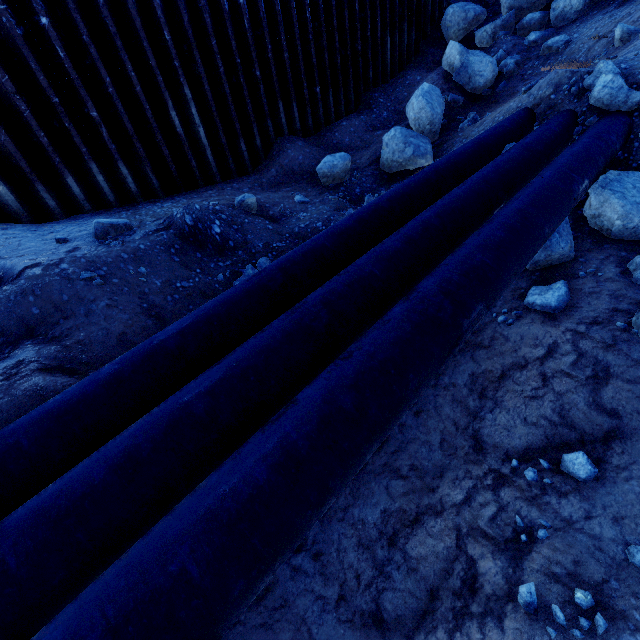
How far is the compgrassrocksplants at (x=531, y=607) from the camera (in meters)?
2.36

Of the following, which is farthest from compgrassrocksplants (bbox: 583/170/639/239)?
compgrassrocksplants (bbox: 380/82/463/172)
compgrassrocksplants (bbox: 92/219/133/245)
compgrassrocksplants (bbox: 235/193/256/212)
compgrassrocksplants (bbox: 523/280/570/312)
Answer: compgrassrocksplants (bbox: 92/219/133/245)

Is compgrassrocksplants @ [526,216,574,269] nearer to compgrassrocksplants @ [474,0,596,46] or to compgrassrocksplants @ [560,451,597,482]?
compgrassrocksplants @ [560,451,597,482]

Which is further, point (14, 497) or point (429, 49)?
point (429, 49)

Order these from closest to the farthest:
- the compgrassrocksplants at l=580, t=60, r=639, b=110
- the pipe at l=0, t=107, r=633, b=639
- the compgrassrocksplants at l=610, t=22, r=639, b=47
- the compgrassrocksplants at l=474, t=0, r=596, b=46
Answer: the pipe at l=0, t=107, r=633, b=639 < the compgrassrocksplants at l=580, t=60, r=639, b=110 < the compgrassrocksplants at l=610, t=22, r=639, b=47 < the compgrassrocksplants at l=474, t=0, r=596, b=46

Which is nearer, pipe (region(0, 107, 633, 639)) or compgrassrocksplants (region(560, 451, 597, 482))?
pipe (region(0, 107, 633, 639))

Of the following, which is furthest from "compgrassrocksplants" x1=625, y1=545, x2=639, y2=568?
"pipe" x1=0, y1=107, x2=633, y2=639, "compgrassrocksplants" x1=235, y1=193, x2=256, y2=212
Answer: "compgrassrocksplants" x1=235, y1=193, x2=256, y2=212

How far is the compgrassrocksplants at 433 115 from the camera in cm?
779
